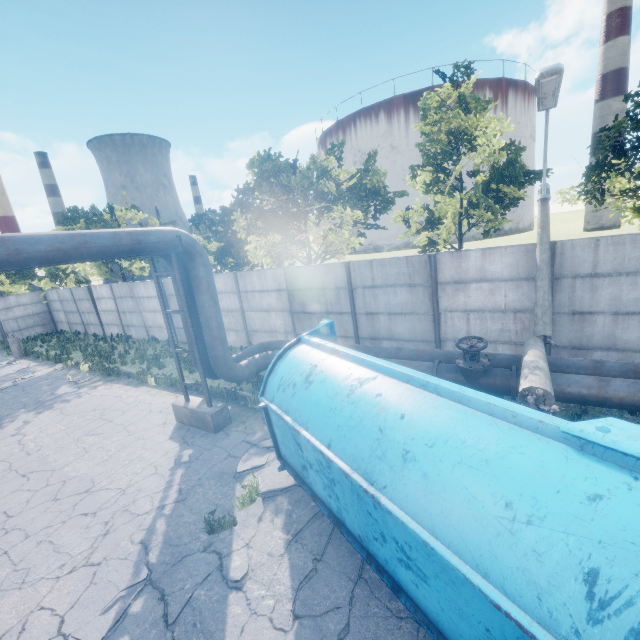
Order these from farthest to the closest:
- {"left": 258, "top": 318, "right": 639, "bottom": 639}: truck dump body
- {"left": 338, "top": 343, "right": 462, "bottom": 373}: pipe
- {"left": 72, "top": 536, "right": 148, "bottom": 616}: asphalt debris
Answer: {"left": 338, "top": 343, "right": 462, "bottom": 373}: pipe < {"left": 72, "top": 536, "right": 148, "bottom": 616}: asphalt debris < {"left": 258, "top": 318, "right": 639, "bottom": 639}: truck dump body

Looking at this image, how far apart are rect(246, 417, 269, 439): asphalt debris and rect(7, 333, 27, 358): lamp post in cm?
2020

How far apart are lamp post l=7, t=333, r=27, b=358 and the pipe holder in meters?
17.8 m

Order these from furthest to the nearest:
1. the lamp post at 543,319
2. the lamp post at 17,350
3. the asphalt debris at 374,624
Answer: the lamp post at 17,350, the lamp post at 543,319, the asphalt debris at 374,624

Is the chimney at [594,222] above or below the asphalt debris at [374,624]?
above

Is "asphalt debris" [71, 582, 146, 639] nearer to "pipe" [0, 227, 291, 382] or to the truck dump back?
the truck dump back

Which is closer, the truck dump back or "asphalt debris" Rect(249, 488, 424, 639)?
the truck dump back

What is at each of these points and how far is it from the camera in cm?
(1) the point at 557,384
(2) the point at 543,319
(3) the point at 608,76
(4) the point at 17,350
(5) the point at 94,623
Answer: (1) pipe, 636
(2) lamp post, 757
(3) chimney, 4694
(4) lamp post, 1983
(5) asphalt debris, 429
